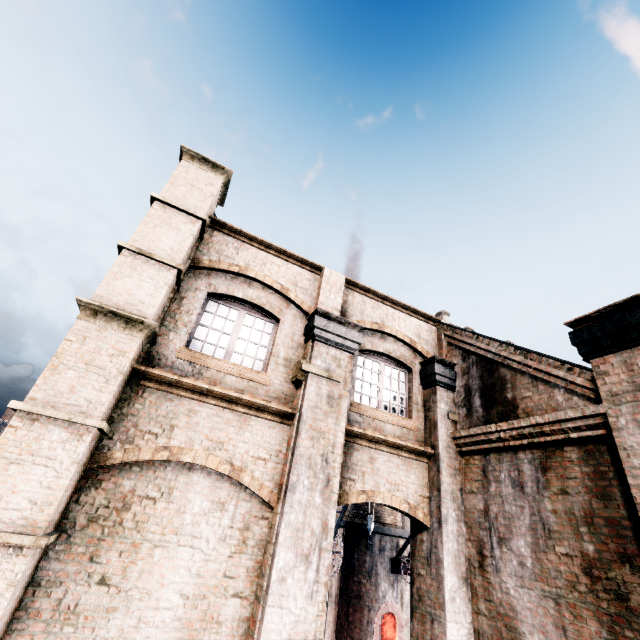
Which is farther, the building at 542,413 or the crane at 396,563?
the crane at 396,563

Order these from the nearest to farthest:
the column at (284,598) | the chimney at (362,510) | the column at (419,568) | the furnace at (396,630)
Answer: the column at (284,598), the column at (419,568), the furnace at (396,630), the chimney at (362,510)

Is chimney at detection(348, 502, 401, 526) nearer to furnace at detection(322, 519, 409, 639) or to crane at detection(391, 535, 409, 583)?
furnace at detection(322, 519, 409, 639)

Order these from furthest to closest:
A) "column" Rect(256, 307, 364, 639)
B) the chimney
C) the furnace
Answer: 1. the chimney
2. the furnace
3. "column" Rect(256, 307, 364, 639)

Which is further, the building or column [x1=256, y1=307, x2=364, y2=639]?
column [x1=256, y1=307, x2=364, y2=639]

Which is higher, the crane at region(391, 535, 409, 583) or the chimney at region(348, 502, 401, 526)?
the chimney at region(348, 502, 401, 526)

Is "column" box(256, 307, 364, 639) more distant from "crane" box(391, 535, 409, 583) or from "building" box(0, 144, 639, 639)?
"crane" box(391, 535, 409, 583)

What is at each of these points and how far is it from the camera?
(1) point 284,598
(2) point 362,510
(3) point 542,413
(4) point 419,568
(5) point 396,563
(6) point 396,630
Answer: (1) column, 5.7m
(2) chimney, 23.2m
(3) building, 7.1m
(4) column, 7.8m
(5) crane, 20.3m
(6) furnace, 19.2m
